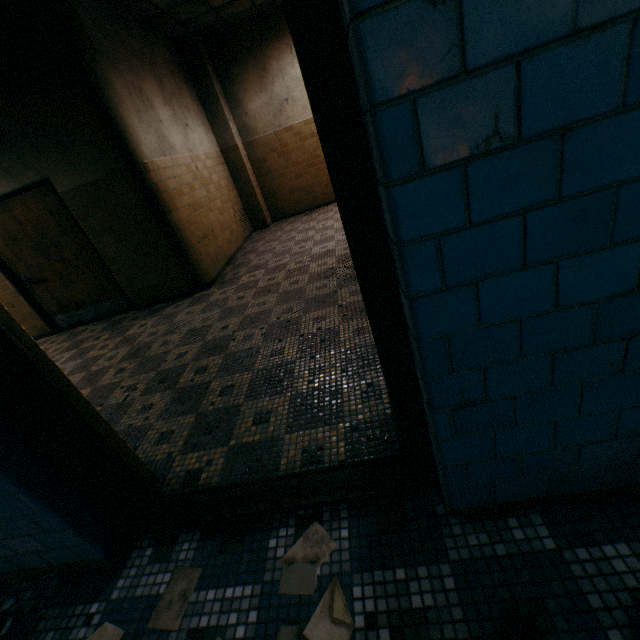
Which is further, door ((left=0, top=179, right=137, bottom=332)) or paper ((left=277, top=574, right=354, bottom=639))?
door ((left=0, top=179, right=137, bottom=332))

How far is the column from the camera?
6.6m

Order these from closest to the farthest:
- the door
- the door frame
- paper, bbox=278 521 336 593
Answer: the door frame
paper, bbox=278 521 336 593
the door

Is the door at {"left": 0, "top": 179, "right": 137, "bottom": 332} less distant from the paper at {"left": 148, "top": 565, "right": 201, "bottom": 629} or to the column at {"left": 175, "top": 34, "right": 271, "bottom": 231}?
the column at {"left": 175, "top": 34, "right": 271, "bottom": 231}

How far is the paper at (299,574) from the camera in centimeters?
135cm

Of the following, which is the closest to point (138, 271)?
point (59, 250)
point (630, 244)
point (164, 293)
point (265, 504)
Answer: point (164, 293)

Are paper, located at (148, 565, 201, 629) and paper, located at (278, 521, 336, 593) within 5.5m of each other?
yes

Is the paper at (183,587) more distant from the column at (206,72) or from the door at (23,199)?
the column at (206,72)
